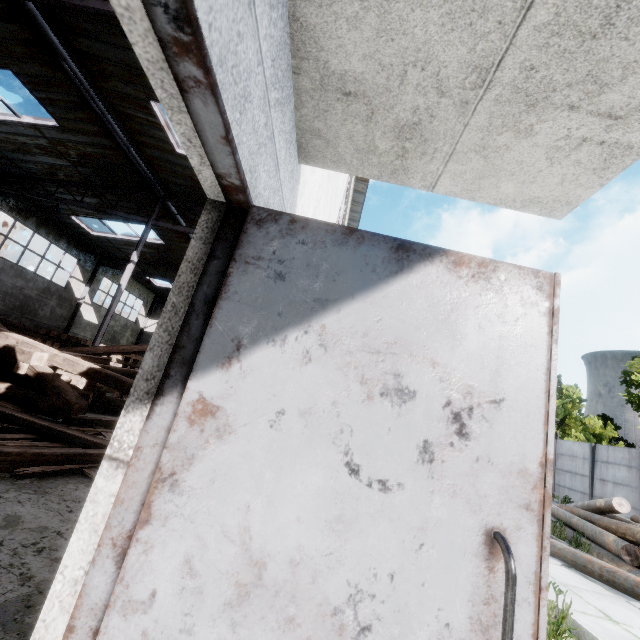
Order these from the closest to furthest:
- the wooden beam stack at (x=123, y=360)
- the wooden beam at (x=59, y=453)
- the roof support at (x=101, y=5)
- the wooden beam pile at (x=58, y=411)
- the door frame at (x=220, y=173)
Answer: the door frame at (x=220, y=173), the wooden beam at (x=59, y=453), the wooden beam pile at (x=58, y=411), the roof support at (x=101, y=5), the wooden beam stack at (x=123, y=360)

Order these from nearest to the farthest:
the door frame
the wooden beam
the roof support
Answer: the door frame → the wooden beam → the roof support

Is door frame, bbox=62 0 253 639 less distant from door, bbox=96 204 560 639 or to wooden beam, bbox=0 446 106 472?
door, bbox=96 204 560 639

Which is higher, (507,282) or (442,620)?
(507,282)

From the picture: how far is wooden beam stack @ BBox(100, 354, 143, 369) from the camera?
16.1 meters

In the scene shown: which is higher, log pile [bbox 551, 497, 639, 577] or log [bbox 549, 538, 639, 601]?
log pile [bbox 551, 497, 639, 577]

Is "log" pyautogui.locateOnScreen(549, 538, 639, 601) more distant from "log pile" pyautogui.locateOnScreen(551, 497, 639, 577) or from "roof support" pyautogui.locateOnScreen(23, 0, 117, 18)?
"roof support" pyautogui.locateOnScreen(23, 0, 117, 18)

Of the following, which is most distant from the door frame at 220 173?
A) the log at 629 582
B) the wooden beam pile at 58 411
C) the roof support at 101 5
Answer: the log at 629 582
